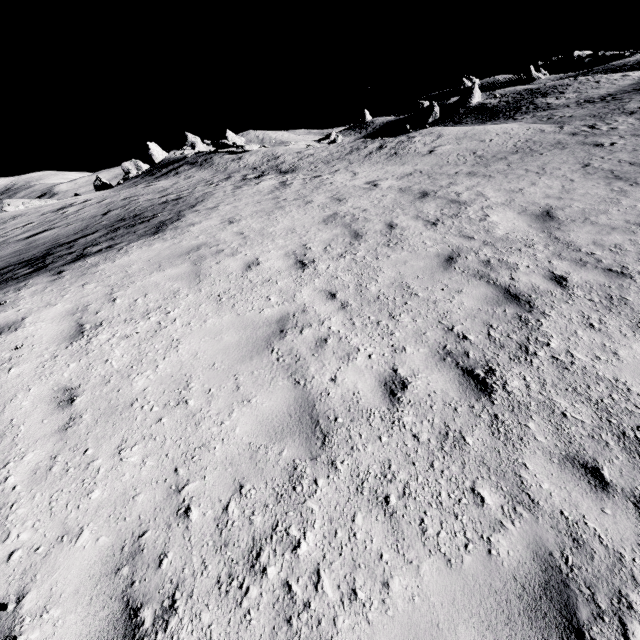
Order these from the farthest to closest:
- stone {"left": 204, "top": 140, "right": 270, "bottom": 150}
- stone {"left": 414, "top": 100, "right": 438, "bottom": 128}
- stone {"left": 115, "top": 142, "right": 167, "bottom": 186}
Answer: stone {"left": 414, "top": 100, "right": 438, "bottom": 128} → stone {"left": 115, "top": 142, "right": 167, "bottom": 186} → stone {"left": 204, "top": 140, "right": 270, "bottom": 150}

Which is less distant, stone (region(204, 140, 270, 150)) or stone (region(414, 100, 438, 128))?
stone (region(204, 140, 270, 150))

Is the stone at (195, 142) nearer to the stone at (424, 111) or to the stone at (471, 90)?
the stone at (424, 111)

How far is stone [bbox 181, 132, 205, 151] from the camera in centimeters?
5222cm

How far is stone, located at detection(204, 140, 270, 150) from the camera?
29.4 meters

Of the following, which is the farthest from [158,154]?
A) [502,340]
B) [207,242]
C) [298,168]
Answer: [502,340]

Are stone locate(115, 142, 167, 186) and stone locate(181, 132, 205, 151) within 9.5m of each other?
yes

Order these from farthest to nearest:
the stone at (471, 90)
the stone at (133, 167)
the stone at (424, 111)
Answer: the stone at (424, 111) → the stone at (471, 90) → the stone at (133, 167)
